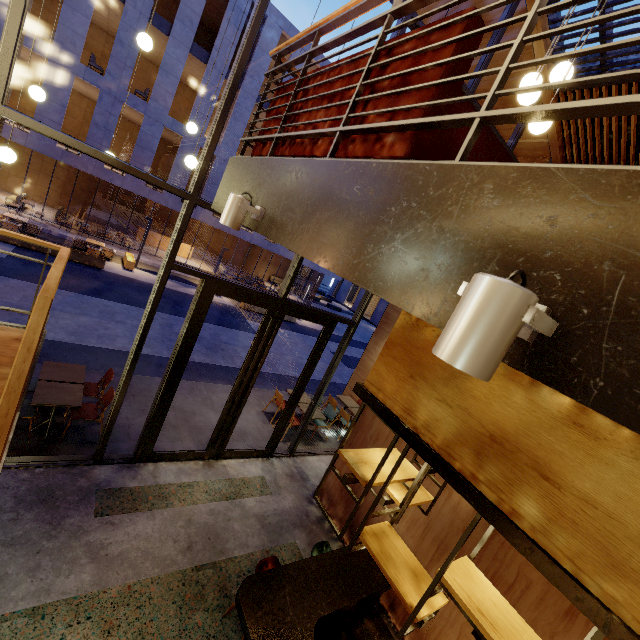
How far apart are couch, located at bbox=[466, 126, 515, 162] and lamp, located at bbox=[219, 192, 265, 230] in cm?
47

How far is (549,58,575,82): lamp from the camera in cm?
298

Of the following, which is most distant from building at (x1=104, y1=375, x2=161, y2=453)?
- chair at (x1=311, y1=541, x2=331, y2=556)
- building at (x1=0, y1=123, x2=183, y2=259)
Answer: building at (x1=0, y1=123, x2=183, y2=259)

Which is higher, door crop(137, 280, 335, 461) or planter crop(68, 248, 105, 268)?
door crop(137, 280, 335, 461)

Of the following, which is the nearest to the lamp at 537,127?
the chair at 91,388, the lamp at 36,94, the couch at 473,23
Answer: the couch at 473,23

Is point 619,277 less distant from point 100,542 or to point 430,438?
point 430,438

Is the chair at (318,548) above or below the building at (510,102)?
below

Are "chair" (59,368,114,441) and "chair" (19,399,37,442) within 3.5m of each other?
yes
